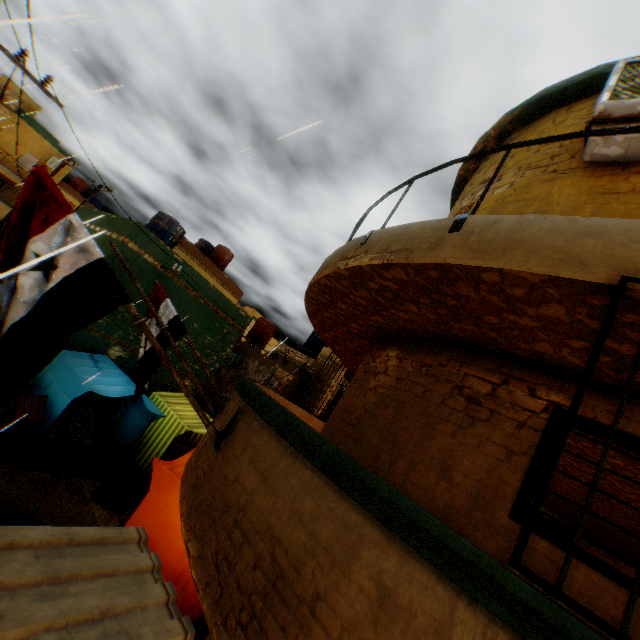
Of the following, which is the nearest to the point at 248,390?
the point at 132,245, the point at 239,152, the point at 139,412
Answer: the point at 239,152

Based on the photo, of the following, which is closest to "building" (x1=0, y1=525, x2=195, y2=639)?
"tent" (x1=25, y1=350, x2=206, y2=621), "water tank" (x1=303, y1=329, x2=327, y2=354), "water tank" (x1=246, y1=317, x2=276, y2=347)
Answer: "tent" (x1=25, y1=350, x2=206, y2=621)

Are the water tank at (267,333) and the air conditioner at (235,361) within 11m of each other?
yes

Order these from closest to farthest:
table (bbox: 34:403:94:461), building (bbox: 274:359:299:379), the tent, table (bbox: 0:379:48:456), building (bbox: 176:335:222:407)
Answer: the tent → table (bbox: 0:379:48:456) → table (bbox: 34:403:94:461) → building (bbox: 176:335:222:407) → building (bbox: 274:359:299:379)

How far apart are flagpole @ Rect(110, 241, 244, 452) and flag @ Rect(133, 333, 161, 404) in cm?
125

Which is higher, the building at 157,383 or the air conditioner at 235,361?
the air conditioner at 235,361

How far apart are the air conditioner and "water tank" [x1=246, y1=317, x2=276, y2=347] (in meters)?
2.50

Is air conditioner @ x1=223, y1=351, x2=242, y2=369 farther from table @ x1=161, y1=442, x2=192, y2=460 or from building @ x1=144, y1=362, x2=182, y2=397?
table @ x1=161, y1=442, x2=192, y2=460
